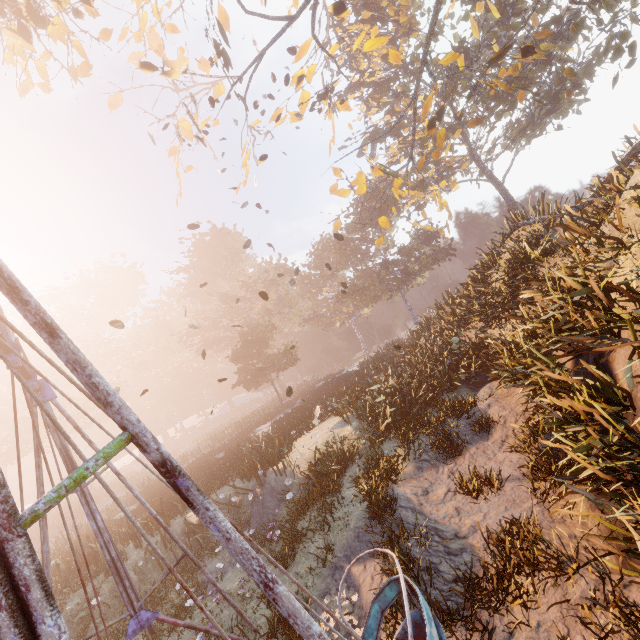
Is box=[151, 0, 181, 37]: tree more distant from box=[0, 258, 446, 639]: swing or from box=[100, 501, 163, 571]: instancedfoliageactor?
box=[100, 501, 163, 571]: instancedfoliageactor

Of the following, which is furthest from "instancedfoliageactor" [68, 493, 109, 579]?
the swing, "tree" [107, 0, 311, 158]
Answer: "tree" [107, 0, 311, 158]

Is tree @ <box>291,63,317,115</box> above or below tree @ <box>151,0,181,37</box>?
below

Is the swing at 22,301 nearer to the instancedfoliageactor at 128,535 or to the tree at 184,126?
the tree at 184,126

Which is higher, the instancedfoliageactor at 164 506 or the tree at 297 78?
the tree at 297 78

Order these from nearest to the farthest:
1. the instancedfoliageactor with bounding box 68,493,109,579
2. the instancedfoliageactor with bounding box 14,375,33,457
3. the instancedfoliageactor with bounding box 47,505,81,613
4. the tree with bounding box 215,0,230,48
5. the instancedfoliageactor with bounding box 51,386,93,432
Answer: the tree with bounding box 215,0,230,48 → the instancedfoliageactor with bounding box 47,505,81,613 → the instancedfoliageactor with bounding box 68,493,109,579 → the instancedfoliageactor with bounding box 14,375,33,457 → the instancedfoliageactor with bounding box 51,386,93,432

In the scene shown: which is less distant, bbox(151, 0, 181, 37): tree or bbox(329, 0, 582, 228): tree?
bbox(329, 0, 582, 228): tree

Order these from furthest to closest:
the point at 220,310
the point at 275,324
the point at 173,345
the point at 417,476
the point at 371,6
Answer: the point at 173,345 → the point at 275,324 → the point at 220,310 → the point at 371,6 → the point at 417,476
